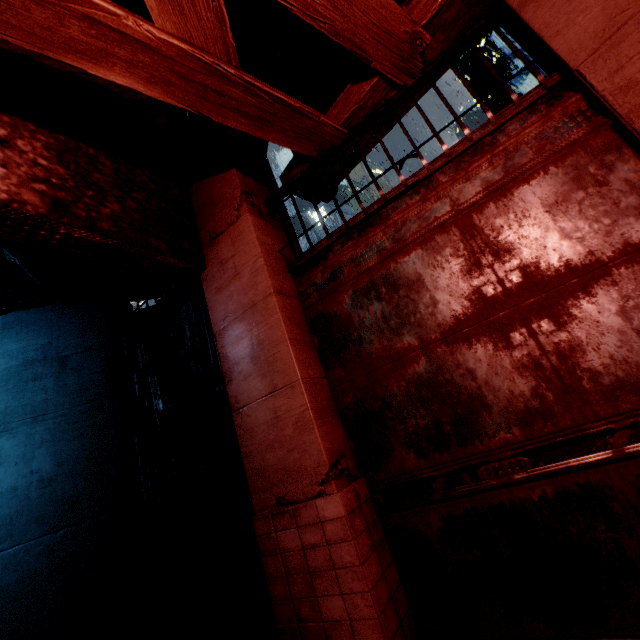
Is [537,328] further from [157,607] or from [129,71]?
[157,607]
